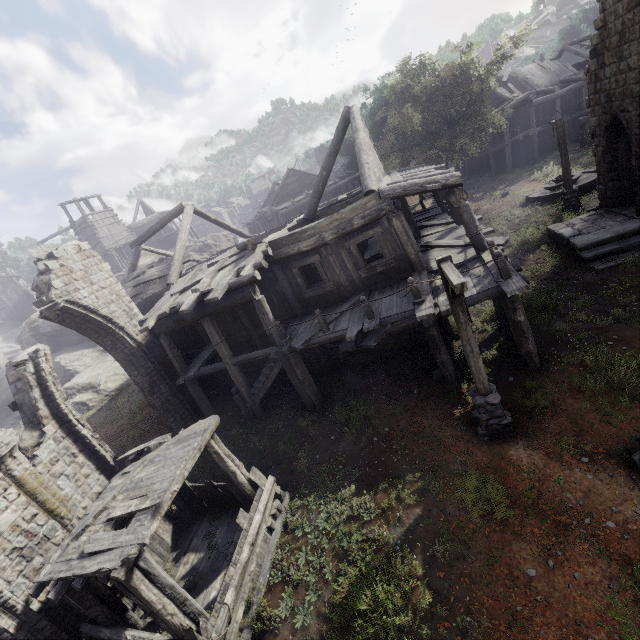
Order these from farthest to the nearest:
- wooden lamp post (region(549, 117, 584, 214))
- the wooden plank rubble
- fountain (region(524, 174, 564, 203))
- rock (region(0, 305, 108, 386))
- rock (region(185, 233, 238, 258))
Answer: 1. rock (region(185, 233, 238, 258))
2. the wooden plank rubble
3. rock (region(0, 305, 108, 386))
4. fountain (region(524, 174, 564, 203))
5. wooden lamp post (region(549, 117, 584, 214))

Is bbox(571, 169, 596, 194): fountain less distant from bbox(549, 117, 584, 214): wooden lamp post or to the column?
bbox(549, 117, 584, 214): wooden lamp post

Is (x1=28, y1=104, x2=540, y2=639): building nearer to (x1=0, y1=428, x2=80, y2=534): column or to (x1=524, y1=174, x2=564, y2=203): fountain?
(x1=0, y1=428, x2=80, y2=534): column

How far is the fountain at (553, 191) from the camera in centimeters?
1964cm

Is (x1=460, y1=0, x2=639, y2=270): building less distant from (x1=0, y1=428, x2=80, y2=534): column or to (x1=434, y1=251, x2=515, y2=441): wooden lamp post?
(x1=0, y1=428, x2=80, y2=534): column

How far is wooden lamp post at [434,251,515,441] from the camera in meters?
5.8 m

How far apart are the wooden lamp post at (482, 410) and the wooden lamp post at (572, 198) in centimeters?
1434cm

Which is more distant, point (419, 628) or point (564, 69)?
point (564, 69)
